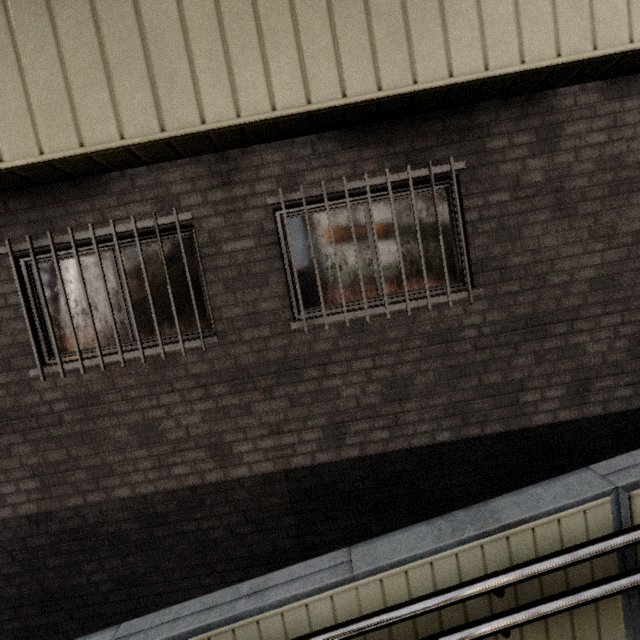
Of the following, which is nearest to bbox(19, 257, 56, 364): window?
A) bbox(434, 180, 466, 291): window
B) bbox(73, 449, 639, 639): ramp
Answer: bbox(434, 180, 466, 291): window

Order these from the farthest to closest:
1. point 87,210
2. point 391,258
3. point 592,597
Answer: point 391,258 → point 87,210 → point 592,597

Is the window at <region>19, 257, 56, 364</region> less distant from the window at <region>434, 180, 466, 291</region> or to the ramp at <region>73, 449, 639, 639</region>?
the window at <region>434, 180, 466, 291</region>

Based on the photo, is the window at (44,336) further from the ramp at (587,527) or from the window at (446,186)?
the ramp at (587,527)

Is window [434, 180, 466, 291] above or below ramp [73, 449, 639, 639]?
above
